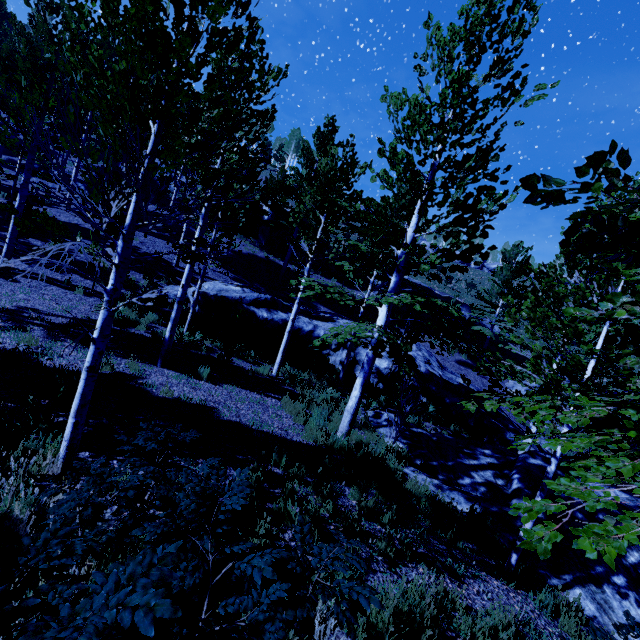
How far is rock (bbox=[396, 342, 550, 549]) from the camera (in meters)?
7.69

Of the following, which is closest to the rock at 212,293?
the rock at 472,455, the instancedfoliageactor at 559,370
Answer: the instancedfoliageactor at 559,370

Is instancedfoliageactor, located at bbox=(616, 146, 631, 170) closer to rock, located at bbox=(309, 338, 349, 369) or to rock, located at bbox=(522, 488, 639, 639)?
rock, located at bbox=(522, 488, 639, 639)

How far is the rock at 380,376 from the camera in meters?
16.0

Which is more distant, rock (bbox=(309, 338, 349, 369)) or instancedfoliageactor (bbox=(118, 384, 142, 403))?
rock (bbox=(309, 338, 349, 369))

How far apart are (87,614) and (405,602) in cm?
377

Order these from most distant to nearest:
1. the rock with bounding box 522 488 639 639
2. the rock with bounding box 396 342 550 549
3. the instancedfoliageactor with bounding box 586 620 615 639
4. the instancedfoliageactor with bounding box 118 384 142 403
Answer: the rock with bounding box 396 342 550 549 → the instancedfoliageactor with bounding box 118 384 142 403 → the rock with bounding box 522 488 639 639 → the instancedfoliageactor with bounding box 586 620 615 639
